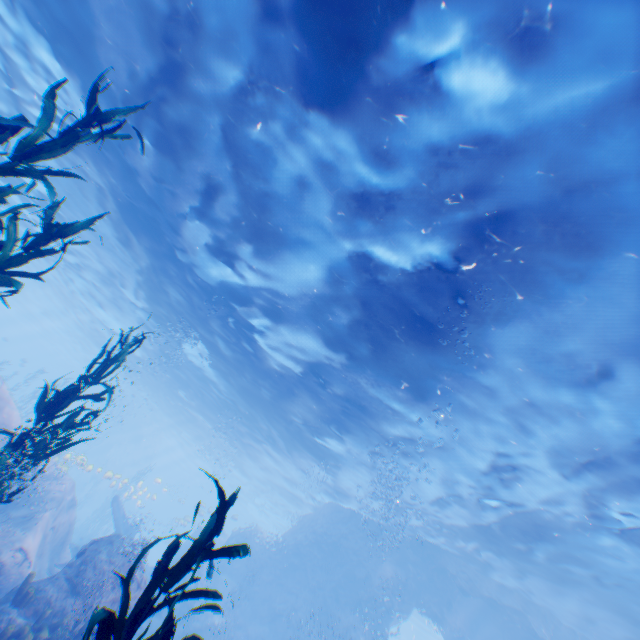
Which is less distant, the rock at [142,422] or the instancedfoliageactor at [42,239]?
the instancedfoliageactor at [42,239]

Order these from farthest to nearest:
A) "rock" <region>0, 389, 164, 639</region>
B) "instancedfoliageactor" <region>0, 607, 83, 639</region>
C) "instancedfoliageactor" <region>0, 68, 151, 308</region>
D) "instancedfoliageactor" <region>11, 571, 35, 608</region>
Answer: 1. "rock" <region>0, 389, 164, 639</region>
2. "instancedfoliageactor" <region>11, 571, 35, 608</region>
3. "instancedfoliageactor" <region>0, 607, 83, 639</region>
4. "instancedfoliageactor" <region>0, 68, 151, 308</region>

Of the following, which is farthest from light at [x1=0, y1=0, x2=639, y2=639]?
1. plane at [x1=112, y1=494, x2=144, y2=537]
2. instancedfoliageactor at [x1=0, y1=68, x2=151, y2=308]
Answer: instancedfoliageactor at [x1=0, y1=68, x2=151, y2=308]

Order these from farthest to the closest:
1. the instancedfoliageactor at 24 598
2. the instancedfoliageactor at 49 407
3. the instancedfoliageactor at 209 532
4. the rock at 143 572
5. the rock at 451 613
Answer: the rock at 451 613 < the rock at 143 572 < the instancedfoliageactor at 24 598 < the instancedfoliageactor at 49 407 < the instancedfoliageactor at 209 532

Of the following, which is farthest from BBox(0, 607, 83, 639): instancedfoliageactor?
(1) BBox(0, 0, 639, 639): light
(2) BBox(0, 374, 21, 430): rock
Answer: (1) BBox(0, 0, 639, 639): light

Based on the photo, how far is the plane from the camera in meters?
19.7

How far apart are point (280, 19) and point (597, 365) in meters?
9.9

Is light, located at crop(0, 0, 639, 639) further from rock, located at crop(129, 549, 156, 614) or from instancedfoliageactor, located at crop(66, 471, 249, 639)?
instancedfoliageactor, located at crop(66, 471, 249, 639)
